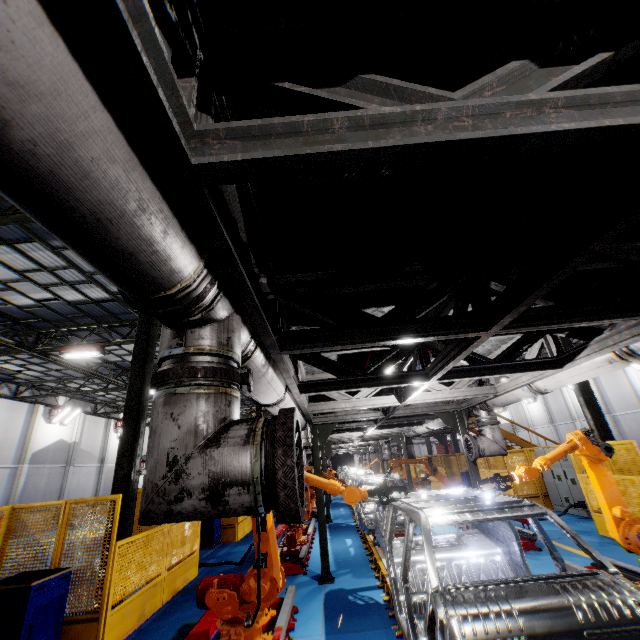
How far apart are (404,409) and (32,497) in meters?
27.0

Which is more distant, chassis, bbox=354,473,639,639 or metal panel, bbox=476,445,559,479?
metal panel, bbox=476,445,559,479

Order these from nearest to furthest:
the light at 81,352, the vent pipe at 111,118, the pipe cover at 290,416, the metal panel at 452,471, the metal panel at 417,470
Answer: the vent pipe at 111,118
the pipe cover at 290,416
the light at 81,352
the metal panel at 452,471
the metal panel at 417,470

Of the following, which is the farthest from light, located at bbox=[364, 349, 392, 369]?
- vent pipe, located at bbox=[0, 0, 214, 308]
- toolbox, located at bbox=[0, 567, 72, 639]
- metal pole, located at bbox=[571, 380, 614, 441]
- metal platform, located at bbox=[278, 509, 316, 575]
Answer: metal pole, located at bbox=[571, 380, 614, 441]

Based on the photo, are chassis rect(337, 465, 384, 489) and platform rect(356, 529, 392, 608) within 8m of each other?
yes

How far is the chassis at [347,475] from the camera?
10.8 meters

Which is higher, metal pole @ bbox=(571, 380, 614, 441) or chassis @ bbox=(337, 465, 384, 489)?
metal pole @ bbox=(571, 380, 614, 441)

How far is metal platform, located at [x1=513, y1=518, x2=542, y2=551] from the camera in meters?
7.9 m
